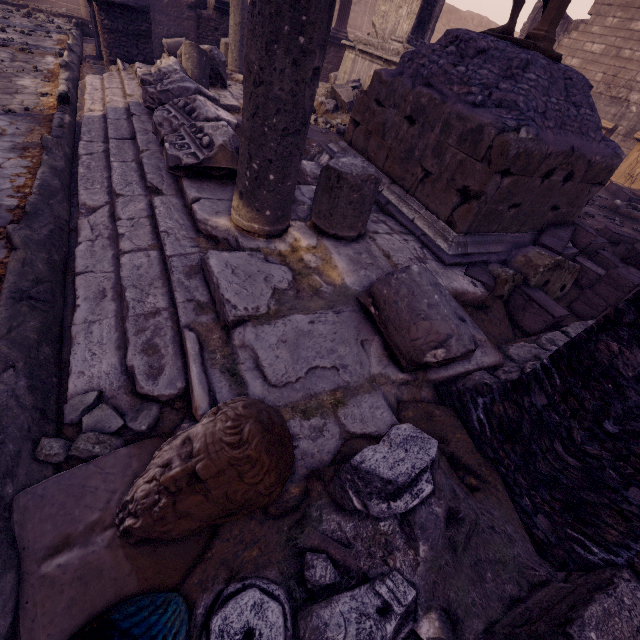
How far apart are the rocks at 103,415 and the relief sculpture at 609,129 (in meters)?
15.78

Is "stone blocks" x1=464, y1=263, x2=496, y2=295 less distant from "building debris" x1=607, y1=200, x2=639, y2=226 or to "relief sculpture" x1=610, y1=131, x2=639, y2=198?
"building debris" x1=607, y1=200, x2=639, y2=226

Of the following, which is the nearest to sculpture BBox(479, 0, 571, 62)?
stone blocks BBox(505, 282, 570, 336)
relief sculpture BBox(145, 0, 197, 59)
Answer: stone blocks BBox(505, 282, 570, 336)

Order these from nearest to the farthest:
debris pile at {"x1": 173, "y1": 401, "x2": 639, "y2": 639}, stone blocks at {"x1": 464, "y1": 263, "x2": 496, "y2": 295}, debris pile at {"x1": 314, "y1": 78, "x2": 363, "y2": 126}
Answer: debris pile at {"x1": 173, "y1": 401, "x2": 639, "y2": 639} → stone blocks at {"x1": 464, "y1": 263, "x2": 496, "y2": 295} → debris pile at {"x1": 314, "y1": 78, "x2": 363, "y2": 126}

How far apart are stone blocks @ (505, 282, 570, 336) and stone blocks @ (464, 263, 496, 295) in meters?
0.3

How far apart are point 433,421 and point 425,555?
0.7 meters

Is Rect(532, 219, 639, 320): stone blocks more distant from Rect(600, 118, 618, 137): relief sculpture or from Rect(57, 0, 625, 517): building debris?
Rect(600, 118, 618, 137): relief sculpture

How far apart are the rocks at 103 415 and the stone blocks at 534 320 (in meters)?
3.27
